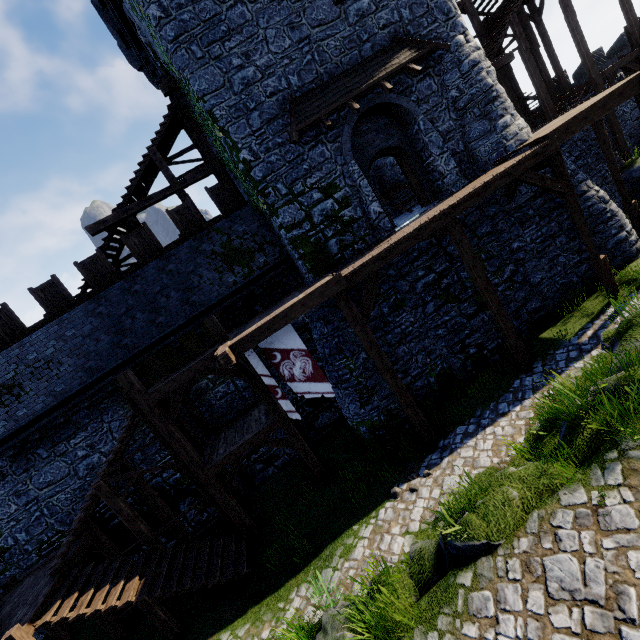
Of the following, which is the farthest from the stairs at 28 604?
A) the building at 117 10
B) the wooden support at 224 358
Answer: the building at 117 10

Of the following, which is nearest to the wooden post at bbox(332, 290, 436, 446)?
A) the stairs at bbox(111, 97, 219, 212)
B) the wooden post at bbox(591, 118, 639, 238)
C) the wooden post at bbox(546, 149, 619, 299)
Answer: the wooden post at bbox(546, 149, 619, 299)

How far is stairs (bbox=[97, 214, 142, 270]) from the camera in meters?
13.5

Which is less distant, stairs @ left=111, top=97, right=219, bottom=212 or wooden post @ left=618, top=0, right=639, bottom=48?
stairs @ left=111, top=97, right=219, bottom=212

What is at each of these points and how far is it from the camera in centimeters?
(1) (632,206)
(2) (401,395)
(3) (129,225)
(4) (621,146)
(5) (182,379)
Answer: (1) wooden post, 1280cm
(2) wooden post, 969cm
(3) stairs, 1358cm
(4) wooden post, 1585cm
(5) walkway, 1006cm

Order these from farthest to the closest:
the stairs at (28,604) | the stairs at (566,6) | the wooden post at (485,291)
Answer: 1. the stairs at (566,6)
2. the wooden post at (485,291)
3. the stairs at (28,604)

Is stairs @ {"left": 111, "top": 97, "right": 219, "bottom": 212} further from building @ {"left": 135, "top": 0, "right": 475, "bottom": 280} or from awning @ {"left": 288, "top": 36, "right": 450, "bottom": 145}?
awning @ {"left": 288, "top": 36, "right": 450, "bottom": 145}

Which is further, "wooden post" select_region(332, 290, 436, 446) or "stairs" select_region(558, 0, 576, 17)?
"stairs" select_region(558, 0, 576, 17)
